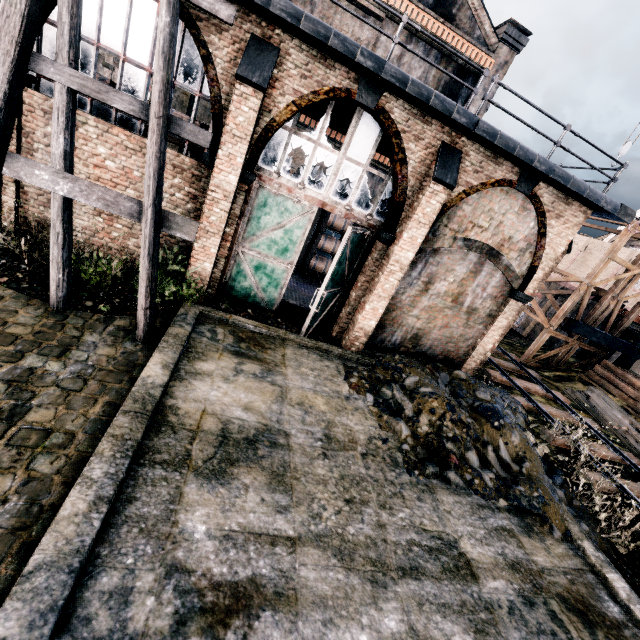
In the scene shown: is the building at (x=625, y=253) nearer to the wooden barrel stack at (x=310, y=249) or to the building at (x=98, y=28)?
the building at (x=98, y=28)

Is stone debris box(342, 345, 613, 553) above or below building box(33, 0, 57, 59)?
below

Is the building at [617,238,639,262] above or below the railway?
above

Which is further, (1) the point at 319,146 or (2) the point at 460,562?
(1) the point at 319,146

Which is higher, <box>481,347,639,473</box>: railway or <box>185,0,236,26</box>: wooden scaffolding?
<box>185,0,236,26</box>: wooden scaffolding

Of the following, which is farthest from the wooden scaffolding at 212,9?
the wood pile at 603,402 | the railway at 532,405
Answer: the wood pile at 603,402

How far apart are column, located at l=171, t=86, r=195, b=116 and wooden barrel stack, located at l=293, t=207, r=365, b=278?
7.59m

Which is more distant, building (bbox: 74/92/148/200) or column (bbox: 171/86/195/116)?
column (bbox: 171/86/195/116)
